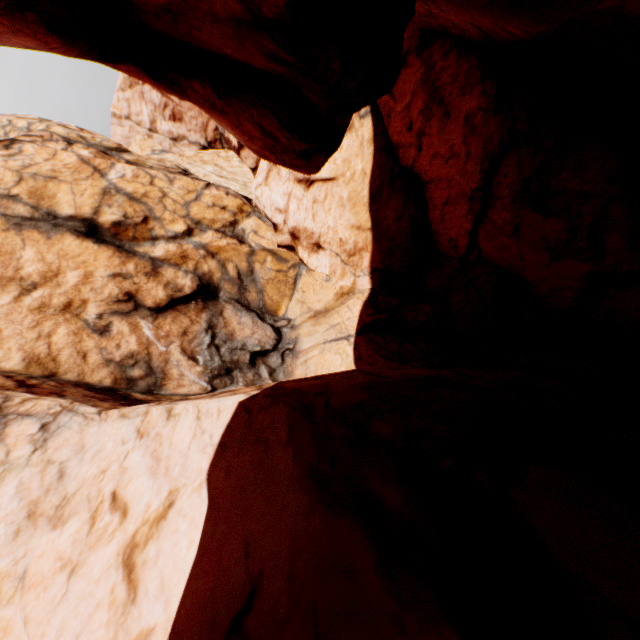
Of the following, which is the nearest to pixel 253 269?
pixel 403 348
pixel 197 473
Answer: pixel 403 348
